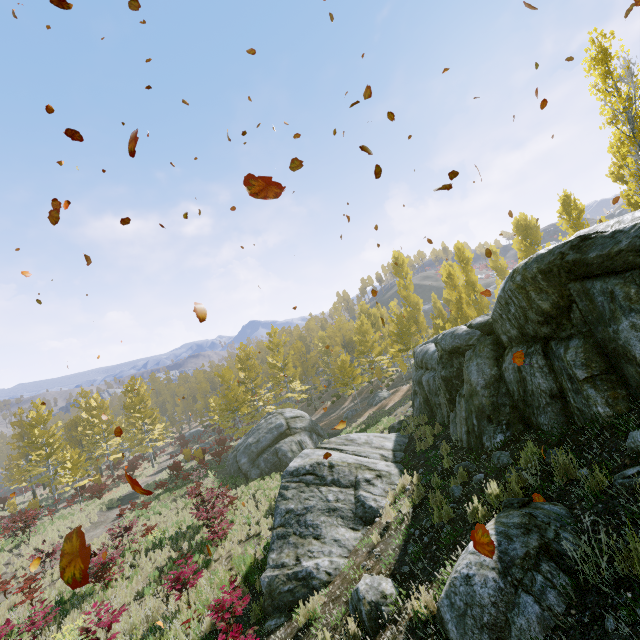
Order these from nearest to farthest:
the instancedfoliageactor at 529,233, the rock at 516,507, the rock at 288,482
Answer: the rock at 516,507 → the rock at 288,482 → the instancedfoliageactor at 529,233

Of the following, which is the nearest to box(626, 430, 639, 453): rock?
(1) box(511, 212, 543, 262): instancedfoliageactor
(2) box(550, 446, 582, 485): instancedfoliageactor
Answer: (2) box(550, 446, 582, 485): instancedfoliageactor

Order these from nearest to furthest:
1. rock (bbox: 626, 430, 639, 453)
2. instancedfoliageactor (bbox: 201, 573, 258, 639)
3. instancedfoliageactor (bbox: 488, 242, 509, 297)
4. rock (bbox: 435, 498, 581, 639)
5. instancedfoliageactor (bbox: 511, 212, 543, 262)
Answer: rock (bbox: 435, 498, 581, 639) → rock (bbox: 626, 430, 639, 453) → instancedfoliageactor (bbox: 201, 573, 258, 639) → instancedfoliageactor (bbox: 511, 212, 543, 262) → instancedfoliageactor (bbox: 488, 242, 509, 297)

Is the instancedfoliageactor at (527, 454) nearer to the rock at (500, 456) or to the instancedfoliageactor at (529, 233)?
the rock at (500, 456)

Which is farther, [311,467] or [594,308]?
[311,467]

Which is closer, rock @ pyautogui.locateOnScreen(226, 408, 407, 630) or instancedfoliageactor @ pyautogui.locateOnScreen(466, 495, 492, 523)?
instancedfoliageactor @ pyautogui.locateOnScreen(466, 495, 492, 523)

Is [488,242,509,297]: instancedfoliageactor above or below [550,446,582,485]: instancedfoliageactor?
above

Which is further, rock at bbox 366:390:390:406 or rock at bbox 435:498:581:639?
rock at bbox 366:390:390:406
